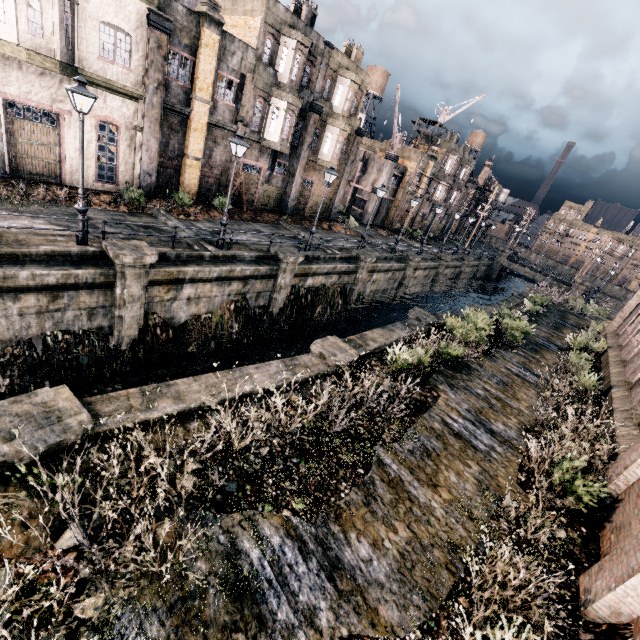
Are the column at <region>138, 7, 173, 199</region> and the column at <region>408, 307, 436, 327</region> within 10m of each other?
no

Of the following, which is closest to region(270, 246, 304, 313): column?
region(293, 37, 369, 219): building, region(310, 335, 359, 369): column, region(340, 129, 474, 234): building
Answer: region(310, 335, 359, 369): column

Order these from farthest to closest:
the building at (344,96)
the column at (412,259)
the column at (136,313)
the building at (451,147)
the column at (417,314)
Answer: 1. the building at (451,147)
2. the column at (412,259)
3. the building at (344,96)
4. the column at (417,314)
5. the column at (136,313)

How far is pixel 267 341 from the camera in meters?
20.9 m

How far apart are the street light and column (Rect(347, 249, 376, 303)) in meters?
18.0

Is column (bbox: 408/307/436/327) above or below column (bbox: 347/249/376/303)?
below

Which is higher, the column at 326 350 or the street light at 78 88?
the street light at 78 88

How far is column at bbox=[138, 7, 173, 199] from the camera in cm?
1703
